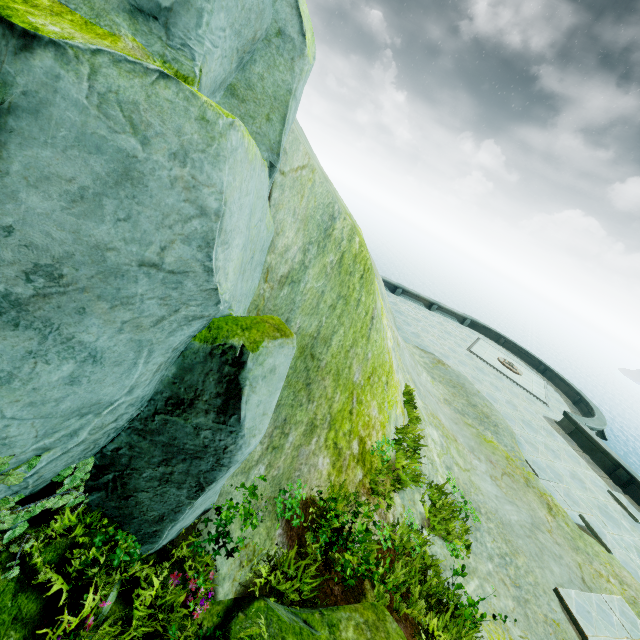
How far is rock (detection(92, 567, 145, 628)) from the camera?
3.1m

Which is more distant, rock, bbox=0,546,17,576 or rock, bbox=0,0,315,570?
rock, bbox=0,546,17,576

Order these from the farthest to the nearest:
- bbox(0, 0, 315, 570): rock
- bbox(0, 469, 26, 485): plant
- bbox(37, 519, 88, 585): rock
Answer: bbox(37, 519, 88, 585): rock, bbox(0, 469, 26, 485): plant, bbox(0, 0, 315, 570): rock

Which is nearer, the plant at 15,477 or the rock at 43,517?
the plant at 15,477

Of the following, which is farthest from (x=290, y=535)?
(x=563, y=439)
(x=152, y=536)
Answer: (x=563, y=439)

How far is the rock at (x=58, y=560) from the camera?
3.1m
